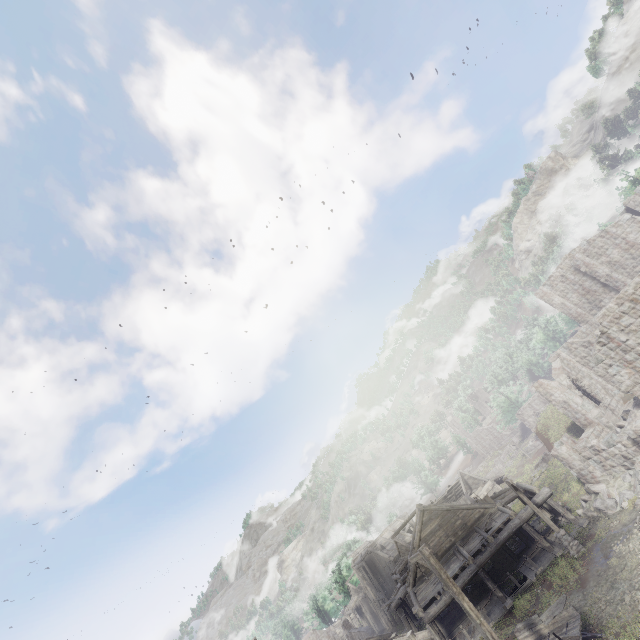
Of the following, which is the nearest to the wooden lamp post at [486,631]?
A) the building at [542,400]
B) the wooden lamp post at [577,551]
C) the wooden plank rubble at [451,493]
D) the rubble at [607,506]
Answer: the building at [542,400]

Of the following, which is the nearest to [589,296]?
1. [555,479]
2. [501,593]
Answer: [555,479]

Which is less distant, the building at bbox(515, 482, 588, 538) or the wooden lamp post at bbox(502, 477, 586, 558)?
the wooden lamp post at bbox(502, 477, 586, 558)

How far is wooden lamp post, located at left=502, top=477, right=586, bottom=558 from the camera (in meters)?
17.88

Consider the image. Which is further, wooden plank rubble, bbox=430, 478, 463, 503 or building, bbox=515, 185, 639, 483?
wooden plank rubble, bbox=430, 478, 463, 503

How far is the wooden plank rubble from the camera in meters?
47.0

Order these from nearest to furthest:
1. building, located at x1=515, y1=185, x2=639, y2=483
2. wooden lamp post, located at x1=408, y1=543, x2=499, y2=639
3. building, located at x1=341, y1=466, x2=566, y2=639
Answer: A: wooden lamp post, located at x1=408, y1=543, x2=499, y2=639, building, located at x1=515, y1=185, x2=639, y2=483, building, located at x1=341, y1=466, x2=566, y2=639

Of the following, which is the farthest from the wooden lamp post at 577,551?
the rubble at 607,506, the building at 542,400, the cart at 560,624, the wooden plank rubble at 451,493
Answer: the wooden plank rubble at 451,493
